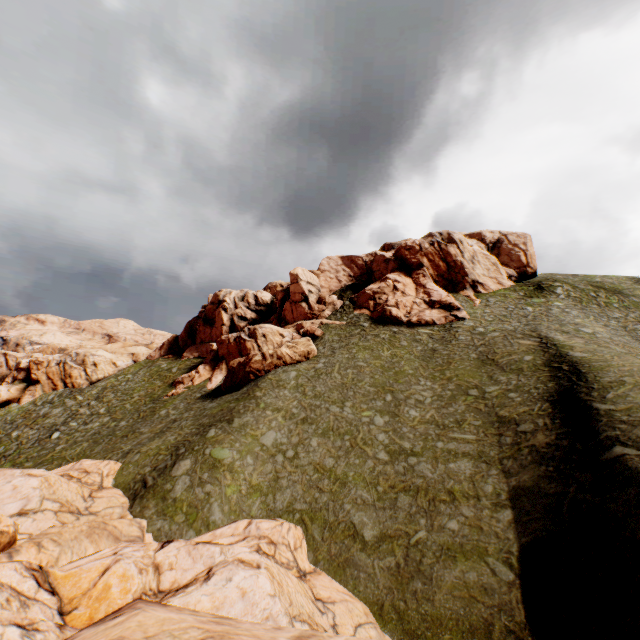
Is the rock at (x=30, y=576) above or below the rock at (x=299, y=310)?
below

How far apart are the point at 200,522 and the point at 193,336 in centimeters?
4265cm

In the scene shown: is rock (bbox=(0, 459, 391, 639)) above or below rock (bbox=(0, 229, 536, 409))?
below

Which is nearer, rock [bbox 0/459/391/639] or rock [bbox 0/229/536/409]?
rock [bbox 0/459/391/639]

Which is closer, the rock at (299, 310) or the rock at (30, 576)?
the rock at (30, 576)
